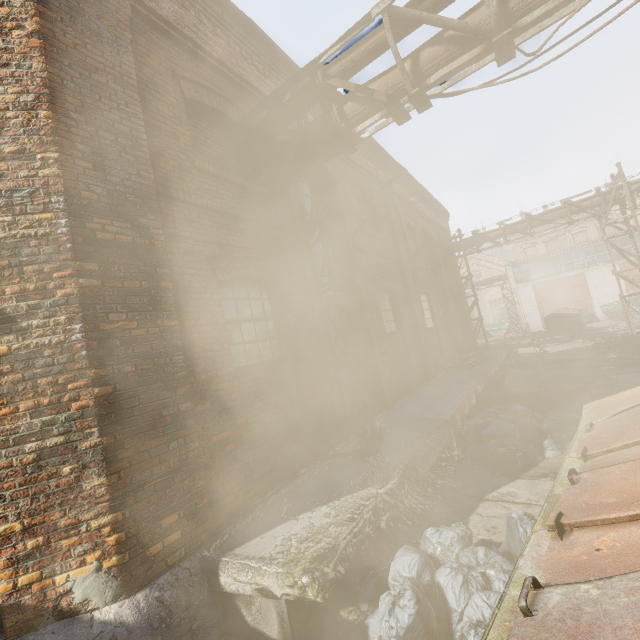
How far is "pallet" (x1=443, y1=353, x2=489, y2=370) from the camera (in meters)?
10.75

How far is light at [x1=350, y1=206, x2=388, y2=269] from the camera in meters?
7.2

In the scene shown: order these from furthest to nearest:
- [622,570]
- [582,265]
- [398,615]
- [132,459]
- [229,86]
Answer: [582,265] < [229,86] < [132,459] < [398,615] < [622,570]

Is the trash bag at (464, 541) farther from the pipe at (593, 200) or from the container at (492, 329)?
the container at (492, 329)

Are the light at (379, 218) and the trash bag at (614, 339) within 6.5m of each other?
no

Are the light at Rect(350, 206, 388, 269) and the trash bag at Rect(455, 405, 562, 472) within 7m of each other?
yes

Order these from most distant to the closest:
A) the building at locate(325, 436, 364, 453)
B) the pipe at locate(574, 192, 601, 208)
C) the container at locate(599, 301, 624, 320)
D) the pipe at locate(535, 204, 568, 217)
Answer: the container at locate(599, 301, 624, 320) → the pipe at locate(535, 204, 568, 217) → the pipe at locate(574, 192, 601, 208) → the building at locate(325, 436, 364, 453)

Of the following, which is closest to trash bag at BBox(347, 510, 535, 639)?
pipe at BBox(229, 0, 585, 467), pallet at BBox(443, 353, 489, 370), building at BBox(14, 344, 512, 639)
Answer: building at BBox(14, 344, 512, 639)
